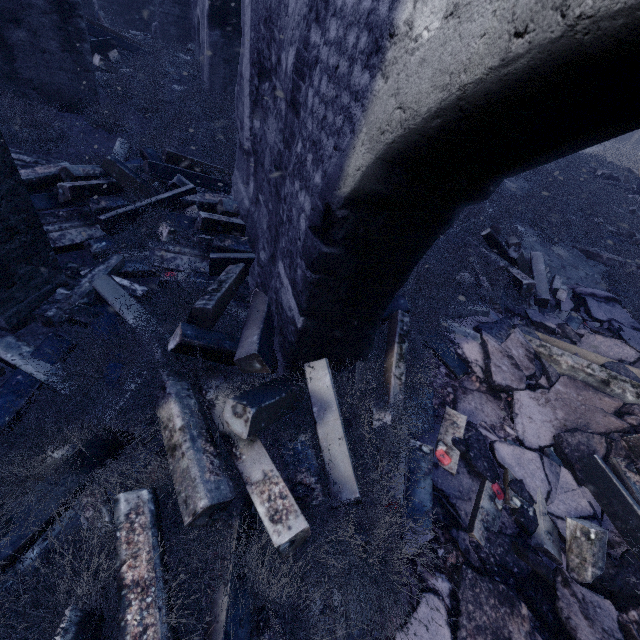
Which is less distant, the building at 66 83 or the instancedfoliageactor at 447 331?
the instancedfoliageactor at 447 331

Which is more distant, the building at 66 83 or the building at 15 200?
the building at 66 83

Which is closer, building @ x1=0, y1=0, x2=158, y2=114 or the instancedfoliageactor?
the instancedfoliageactor

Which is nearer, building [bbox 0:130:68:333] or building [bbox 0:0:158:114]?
building [bbox 0:130:68:333]

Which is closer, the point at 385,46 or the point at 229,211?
the point at 385,46
